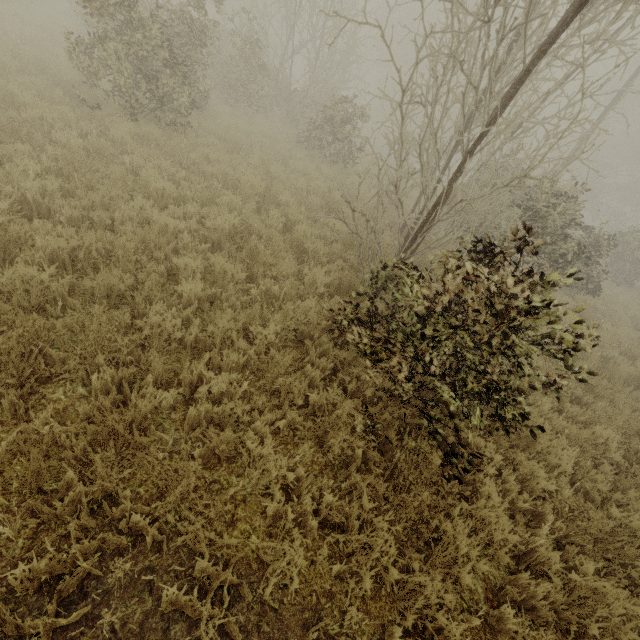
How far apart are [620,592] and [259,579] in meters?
3.9 m
